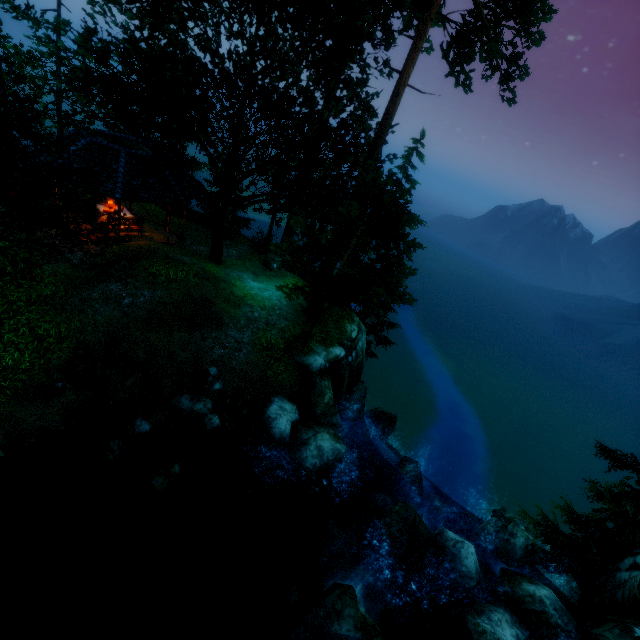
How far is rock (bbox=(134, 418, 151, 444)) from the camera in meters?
9.7 m

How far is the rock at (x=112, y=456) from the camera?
9.0m

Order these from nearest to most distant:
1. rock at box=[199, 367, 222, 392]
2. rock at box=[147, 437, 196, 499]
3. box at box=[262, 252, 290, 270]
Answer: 1. rock at box=[147, 437, 196, 499]
2. rock at box=[199, 367, 222, 392]
3. box at box=[262, 252, 290, 270]

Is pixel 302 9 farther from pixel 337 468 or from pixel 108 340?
pixel 337 468

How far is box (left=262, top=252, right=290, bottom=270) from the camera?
19.4m

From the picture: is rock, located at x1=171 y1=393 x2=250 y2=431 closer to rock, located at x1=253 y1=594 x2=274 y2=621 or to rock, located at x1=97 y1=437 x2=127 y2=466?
rock, located at x1=97 y1=437 x2=127 y2=466

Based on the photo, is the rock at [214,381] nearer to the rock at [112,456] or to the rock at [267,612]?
the rock at [112,456]

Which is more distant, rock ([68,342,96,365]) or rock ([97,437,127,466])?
rock ([68,342,96,365])
